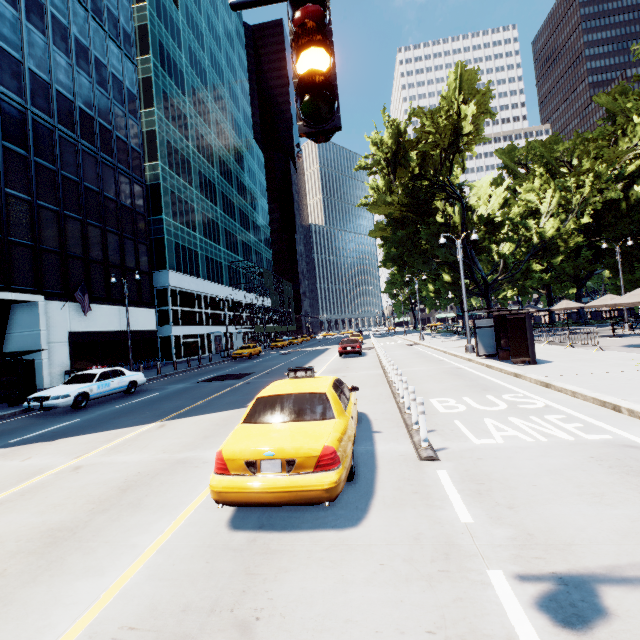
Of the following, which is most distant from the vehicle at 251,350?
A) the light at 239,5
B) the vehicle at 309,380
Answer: the light at 239,5

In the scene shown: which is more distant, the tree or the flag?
the tree

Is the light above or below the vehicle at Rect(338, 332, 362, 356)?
above

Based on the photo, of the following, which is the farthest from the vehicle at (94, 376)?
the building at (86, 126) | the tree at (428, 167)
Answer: the tree at (428, 167)

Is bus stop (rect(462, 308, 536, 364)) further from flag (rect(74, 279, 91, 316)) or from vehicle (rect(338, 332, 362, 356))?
vehicle (rect(338, 332, 362, 356))

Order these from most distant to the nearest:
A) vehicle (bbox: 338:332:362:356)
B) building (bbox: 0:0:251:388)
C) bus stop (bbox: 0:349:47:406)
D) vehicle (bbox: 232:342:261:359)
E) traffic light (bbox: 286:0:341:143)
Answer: vehicle (bbox: 232:342:261:359) < vehicle (bbox: 338:332:362:356) < building (bbox: 0:0:251:388) < bus stop (bbox: 0:349:47:406) < traffic light (bbox: 286:0:341:143)

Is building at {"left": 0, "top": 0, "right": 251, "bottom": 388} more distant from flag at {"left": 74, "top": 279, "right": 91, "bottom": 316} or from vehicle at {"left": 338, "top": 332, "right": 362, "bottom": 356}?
vehicle at {"left": 338, "top": 332, "right": 362, "bottom": 356}

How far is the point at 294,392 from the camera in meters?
5.3
